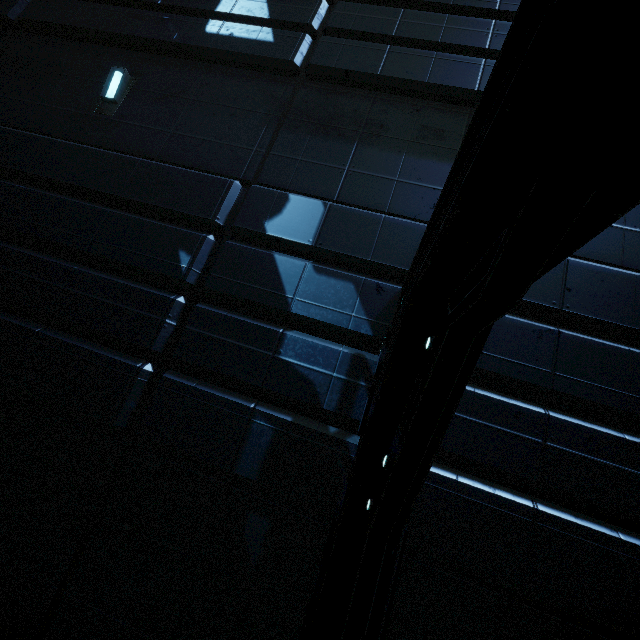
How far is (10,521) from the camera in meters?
3.6 m
